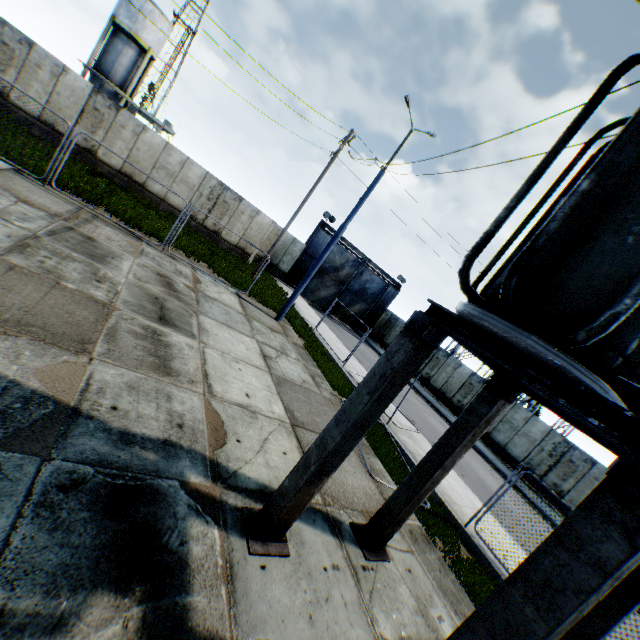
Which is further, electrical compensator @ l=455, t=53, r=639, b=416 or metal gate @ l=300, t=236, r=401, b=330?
metal gate @ l=300, t=236, r=401, b=330

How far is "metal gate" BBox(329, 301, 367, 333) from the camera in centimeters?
3052cm

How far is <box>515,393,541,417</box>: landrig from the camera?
28.0m

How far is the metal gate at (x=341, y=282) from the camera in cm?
2838

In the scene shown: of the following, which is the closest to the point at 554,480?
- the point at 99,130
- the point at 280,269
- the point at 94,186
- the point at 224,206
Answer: the point at 280,269

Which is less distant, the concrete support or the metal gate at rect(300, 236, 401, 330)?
the concrete support

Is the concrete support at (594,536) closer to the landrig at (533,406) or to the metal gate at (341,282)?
the metal gate at (341,282)
